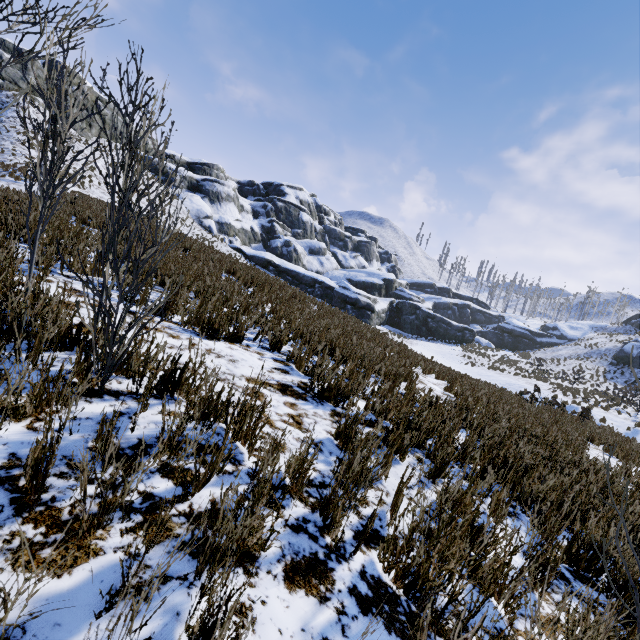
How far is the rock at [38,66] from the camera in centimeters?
2995cm

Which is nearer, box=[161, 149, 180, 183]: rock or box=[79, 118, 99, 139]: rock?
box=[79, 118, 99, 139]: rock

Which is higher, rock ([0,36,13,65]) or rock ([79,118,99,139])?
rock ([0,36,13,65])

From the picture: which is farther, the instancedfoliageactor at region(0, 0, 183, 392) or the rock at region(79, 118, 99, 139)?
the rock at region(79, 118, 99, 139)

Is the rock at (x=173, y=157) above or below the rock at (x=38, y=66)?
below

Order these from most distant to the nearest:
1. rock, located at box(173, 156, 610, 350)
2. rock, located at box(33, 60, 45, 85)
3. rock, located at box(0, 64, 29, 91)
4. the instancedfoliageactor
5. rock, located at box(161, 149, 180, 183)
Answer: rock, located at box(161, 149, 180, 183)
rock, located at box(173, 156, 610, 350)
rock, located at box(33, 60, 45, 85)
rock, located at box(0, 64, 29, 91)
the instancedfoliageactor

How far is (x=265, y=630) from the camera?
1.20m
